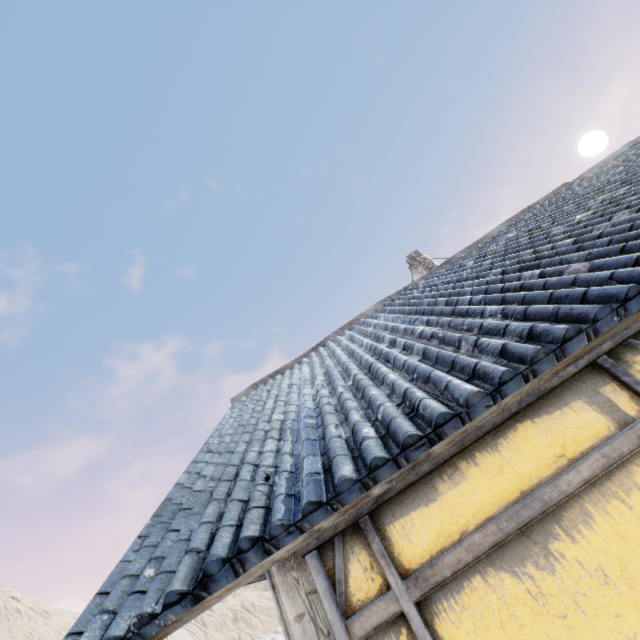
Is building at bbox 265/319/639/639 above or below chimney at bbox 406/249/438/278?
below

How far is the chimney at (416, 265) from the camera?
10.2 meters

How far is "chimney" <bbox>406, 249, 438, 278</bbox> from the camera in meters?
10.2 m

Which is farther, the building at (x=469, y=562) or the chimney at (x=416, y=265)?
the chimney at (x=416, y=265)

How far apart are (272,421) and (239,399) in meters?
3.0 m

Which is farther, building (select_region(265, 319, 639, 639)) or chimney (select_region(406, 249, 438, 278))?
chimney (select_region(406, 249, 438, 278))
